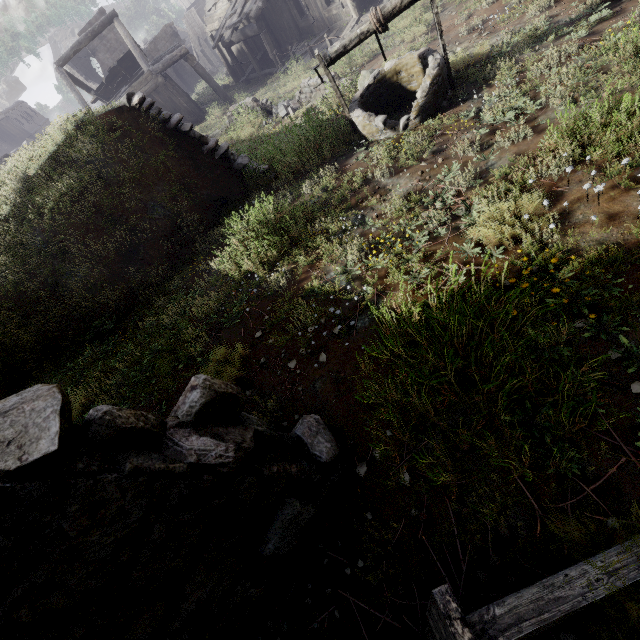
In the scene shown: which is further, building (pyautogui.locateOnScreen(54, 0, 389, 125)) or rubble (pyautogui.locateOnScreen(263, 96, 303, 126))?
building (pyautogui.locateOnScreen(54, 0, 389, 125))

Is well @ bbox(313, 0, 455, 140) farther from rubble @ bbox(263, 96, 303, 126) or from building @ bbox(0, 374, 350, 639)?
rubble @ bbox(263, 96, 303, 126)

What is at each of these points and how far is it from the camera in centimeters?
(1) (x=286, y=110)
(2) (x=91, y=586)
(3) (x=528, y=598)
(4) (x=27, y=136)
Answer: (1) rubble, 1206cm
(2) building, 136cm
(3) broken furniture, 157cm
(4) building, 3866cm

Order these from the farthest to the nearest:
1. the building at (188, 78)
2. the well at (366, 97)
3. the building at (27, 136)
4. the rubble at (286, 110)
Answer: the building at (27, 136) < the building at (188, 78) < the rubble at (286, 110) < the well at (366, 97)

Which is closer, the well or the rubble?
the well

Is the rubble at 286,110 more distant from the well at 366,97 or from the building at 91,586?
the building at 91,586

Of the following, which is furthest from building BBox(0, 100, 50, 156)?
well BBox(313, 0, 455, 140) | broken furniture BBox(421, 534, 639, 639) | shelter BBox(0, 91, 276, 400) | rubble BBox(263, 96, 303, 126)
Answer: rubble BBox(263, 96, 303, 126)

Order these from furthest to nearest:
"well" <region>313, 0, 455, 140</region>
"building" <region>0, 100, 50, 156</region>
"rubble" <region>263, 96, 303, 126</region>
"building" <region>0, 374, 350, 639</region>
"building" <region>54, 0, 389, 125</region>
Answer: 1. "building" <region>0, 100, 50, 156</region>
2. "building" <region>54, 0, 389, 125</region>
3. "rubble" <region>263, 96, 303, 126</region>
4. "well" <region>313, 0, 455, 140</region>
5. "building" <region>0, 374, 350, 639</region>
